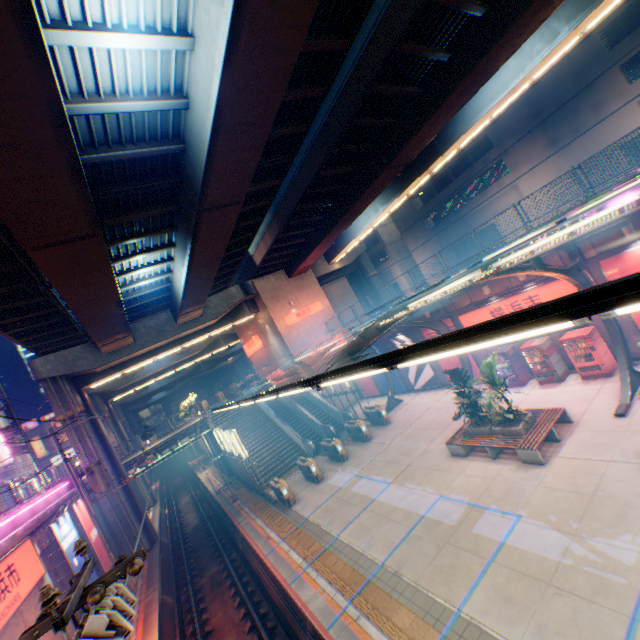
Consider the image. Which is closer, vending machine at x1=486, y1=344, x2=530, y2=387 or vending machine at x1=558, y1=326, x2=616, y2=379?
vending machine at x1=558, y1=326, x2=616, y2=379

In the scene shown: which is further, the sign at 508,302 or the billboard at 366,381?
the billboard at 366,381

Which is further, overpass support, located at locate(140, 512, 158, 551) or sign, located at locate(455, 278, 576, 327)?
overpass support, located at locate(140, 512, 158, 551)

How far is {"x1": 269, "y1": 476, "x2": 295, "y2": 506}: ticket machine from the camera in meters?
17.2

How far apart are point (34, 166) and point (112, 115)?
2.8m

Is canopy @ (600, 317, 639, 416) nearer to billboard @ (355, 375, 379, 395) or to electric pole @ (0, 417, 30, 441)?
billboard @ (355, 375, 379, 395)

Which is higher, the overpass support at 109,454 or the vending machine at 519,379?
the overpass support at 109,454

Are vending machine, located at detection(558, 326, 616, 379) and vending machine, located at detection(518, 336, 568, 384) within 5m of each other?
yes
